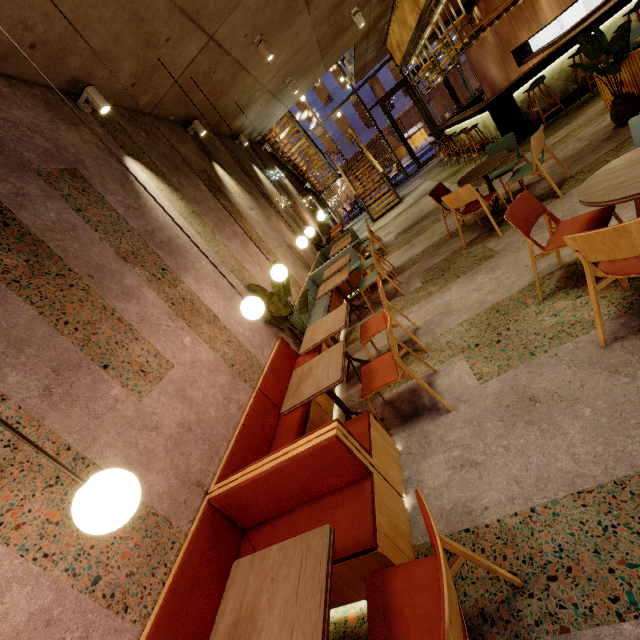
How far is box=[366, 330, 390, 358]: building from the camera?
4.0m

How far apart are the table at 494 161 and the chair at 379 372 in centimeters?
238cm

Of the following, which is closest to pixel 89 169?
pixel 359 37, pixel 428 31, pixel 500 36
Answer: pixel 359 37

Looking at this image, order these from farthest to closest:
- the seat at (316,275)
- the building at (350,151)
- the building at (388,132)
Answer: the building at (350,151), the building at (388,132), the seat at (316,275)

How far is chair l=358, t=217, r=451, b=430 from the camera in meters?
2.5 m

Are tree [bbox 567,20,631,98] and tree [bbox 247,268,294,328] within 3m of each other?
no

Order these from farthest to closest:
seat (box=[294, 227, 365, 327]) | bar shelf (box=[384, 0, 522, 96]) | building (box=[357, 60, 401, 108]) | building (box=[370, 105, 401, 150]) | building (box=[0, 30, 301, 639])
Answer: building (box=[370, 105, 401, 150])
building (box=[357, 60, 401, 108])
bar shelf (box=[384, 0, 522, 96])
seat (box=[294, 227, 365, 327])
building (box=[0, 30, 301, 639])
